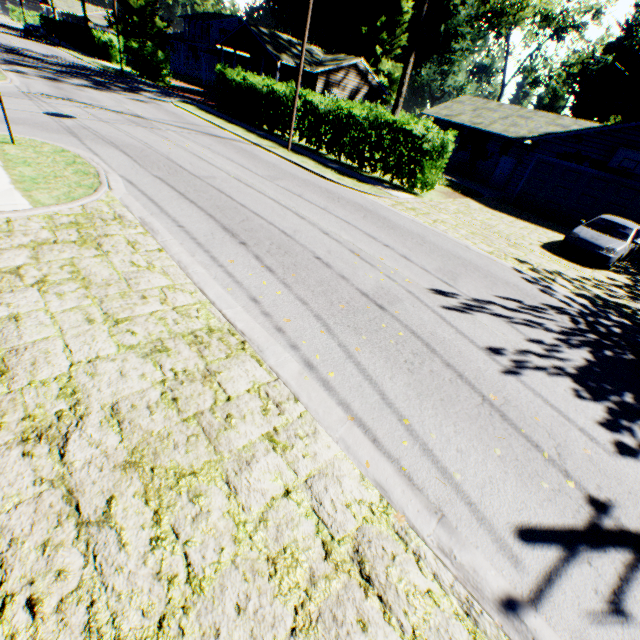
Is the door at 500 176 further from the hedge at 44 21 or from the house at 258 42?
the hedge at 44 21

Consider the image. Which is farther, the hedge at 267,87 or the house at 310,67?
the house at 310,67

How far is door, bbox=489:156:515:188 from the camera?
24.9 meters

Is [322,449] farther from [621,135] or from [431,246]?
[621,135]

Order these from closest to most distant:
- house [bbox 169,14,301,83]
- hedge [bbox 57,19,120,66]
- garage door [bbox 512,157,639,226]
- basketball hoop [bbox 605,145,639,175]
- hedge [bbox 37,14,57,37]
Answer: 1. basketball hoop [bbox 605,145,639,175]
2. garage door [bbox 512,157,639,226]
3. house [bbox 169,14,301,83]
4. hedge [bbox 57,19,120,66]
5. hedge [bbox 37,14,57,37]

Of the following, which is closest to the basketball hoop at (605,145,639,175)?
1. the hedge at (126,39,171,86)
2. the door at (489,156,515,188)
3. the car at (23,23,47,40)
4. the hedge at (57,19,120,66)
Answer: the door at (489,156,515,188)

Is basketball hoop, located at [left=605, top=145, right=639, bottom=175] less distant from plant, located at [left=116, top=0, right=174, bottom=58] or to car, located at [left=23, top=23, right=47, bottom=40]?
Result: plant, located at [left=116, top=0, right=174, bottom=58]

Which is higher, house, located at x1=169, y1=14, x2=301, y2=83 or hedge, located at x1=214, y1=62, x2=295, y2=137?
house, located at x1=169, y1=14, x2=301, y2=83
